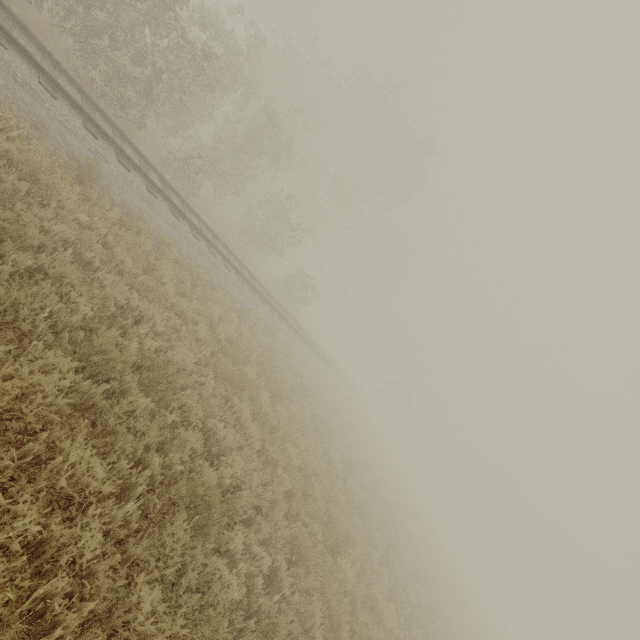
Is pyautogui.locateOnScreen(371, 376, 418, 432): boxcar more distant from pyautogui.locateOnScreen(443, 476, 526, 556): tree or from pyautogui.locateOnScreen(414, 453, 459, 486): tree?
pyautogui.locateOnScreen(443, 476, 526, 556): tree

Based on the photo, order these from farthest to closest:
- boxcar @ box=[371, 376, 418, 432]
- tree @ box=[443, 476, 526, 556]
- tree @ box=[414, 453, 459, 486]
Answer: tree @ box=[443, 476, 526, 556] < tree @ box=[414, 453, 459, 486] < boxcar @ box=[371, 376, 418, 432]

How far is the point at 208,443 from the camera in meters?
6.1

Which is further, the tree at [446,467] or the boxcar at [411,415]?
the tree at [446,467]

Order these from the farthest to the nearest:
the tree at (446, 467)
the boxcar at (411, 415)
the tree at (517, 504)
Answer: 1. the tree at (517, 504)
2. the tree at (446, 467)
3. the boxcar at (411, 415)

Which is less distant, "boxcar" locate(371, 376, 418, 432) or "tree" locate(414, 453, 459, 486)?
"boxcar" locate(371, 376, 418, 432)
